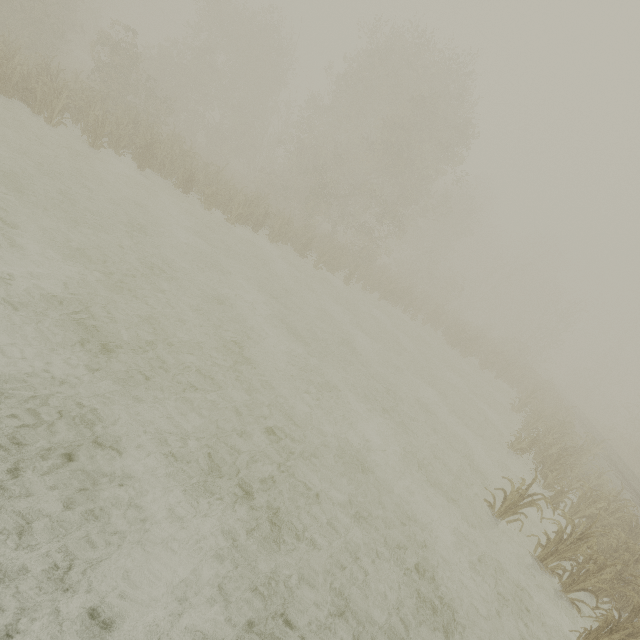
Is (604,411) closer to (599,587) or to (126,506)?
(599,587)
